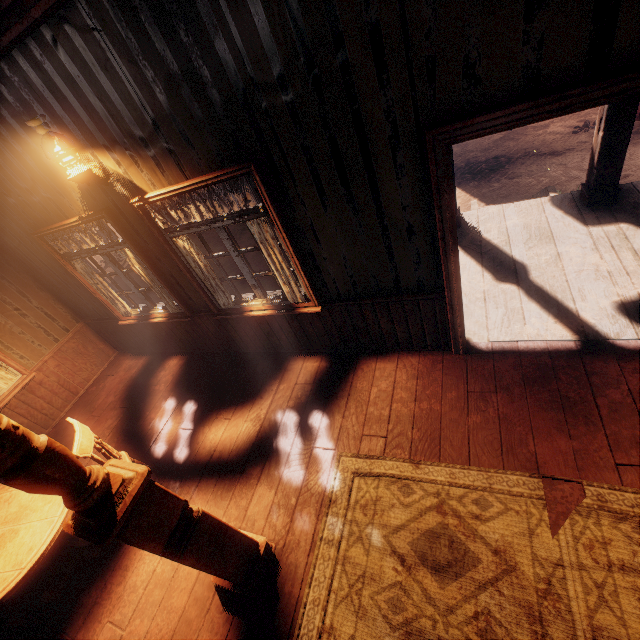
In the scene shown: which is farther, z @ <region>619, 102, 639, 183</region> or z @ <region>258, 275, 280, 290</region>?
z @ <region>258, 275, 280, 290</region>

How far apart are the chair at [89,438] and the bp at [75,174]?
2.3 meters

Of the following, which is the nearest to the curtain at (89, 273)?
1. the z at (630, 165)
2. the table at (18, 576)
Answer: the z at (630, 165)

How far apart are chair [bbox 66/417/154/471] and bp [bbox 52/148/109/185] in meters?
2.3 m

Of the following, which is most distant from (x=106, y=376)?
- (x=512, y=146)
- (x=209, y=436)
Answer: (x=512, y=146)

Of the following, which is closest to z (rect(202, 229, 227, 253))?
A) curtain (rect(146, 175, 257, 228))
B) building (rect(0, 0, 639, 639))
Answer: building (rect(0, 0, 639, 639))

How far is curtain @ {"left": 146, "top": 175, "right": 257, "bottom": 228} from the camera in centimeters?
284cm

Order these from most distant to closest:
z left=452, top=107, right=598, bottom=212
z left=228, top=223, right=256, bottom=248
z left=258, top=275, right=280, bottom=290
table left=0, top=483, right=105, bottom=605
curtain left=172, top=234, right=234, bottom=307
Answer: z left=228, top=223, right=256, bottom=248, z left=258, top=275, right=280, bottom=290, z left=452, top=107, right=598, bottom=212, curtain left=172, top=234, right=234, bottom=307, table left=0, top=483, right=105, bottom=605
